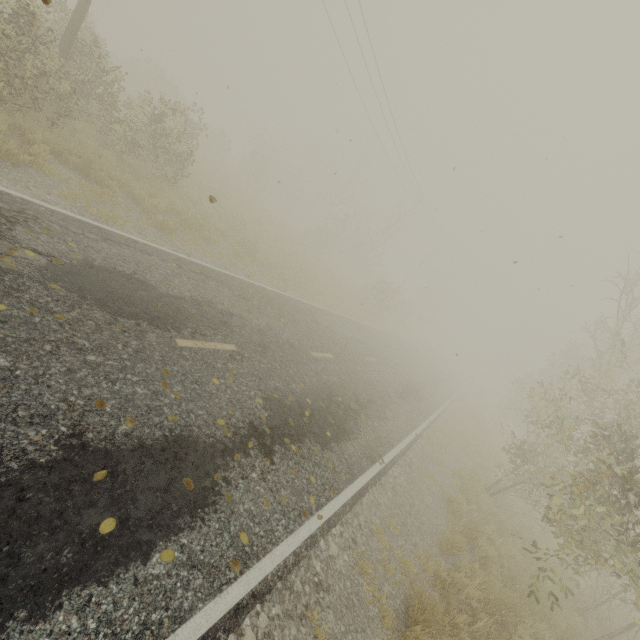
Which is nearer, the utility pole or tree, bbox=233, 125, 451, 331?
the utility pole

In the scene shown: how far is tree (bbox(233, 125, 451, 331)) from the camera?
31.6 meters

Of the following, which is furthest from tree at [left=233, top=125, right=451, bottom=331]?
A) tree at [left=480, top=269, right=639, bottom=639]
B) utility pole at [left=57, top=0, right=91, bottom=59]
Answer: utility pole at [left=57, top=0, right=91, bottom=59]

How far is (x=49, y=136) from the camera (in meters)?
7.86

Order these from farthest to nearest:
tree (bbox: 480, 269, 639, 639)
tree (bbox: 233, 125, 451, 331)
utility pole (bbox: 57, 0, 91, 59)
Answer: tree (bbox: 233, 125, 451, 331), utility pole (bbox: 57, 0, 91, 59), tree (bbox: 480, 269, 639, 639)

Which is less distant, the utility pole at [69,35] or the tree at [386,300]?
the utility pole at [69,35]

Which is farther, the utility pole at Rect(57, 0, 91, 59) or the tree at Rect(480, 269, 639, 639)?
the utility pole at Rect(57, 0, 91, 59)

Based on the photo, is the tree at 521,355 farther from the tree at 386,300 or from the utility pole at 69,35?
the utility pole at 69,35
